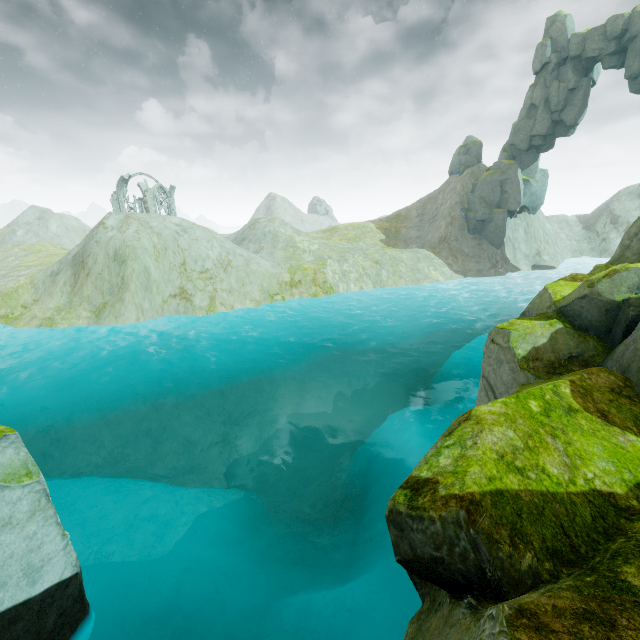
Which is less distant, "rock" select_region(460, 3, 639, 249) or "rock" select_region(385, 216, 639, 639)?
"rock" select_region(385, 216, 639, 639)

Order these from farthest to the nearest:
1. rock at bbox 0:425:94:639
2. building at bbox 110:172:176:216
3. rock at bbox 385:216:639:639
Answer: building at bbox 110:172:176:216 → rock at bbox 0:425:94:639 → rock at bbox 385:216:639:639

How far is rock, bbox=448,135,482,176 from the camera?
48.8 meters

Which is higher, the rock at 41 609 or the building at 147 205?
the building at 147 205

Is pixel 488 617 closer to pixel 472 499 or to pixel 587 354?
pixel 472 499

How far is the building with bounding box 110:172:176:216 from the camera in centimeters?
5091cm

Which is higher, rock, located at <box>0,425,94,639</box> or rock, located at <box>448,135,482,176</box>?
rock, located at <box>448,135,482,176</box>

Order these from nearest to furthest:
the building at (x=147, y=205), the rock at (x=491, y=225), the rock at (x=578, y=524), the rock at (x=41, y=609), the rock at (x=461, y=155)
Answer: the rock at (x=578, y=524)
the rock at (x=41, y=609)
the rock at (x=491, y=225)
the rock at (x=461, y=155)
the building at (x=147, y=205)
